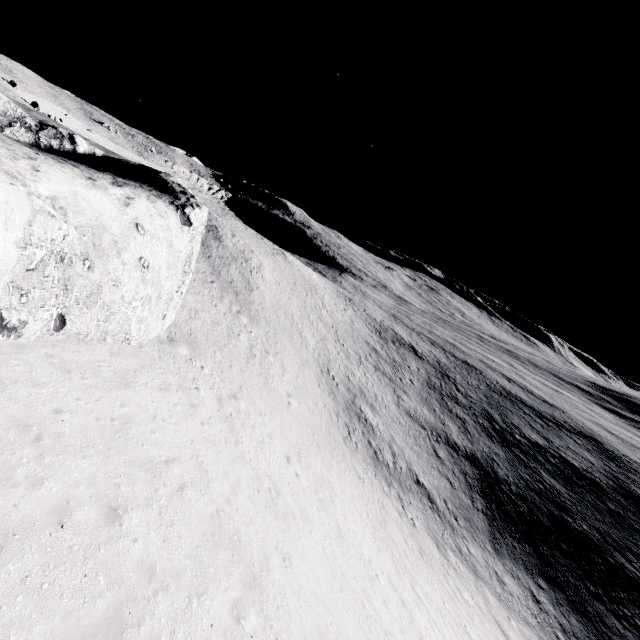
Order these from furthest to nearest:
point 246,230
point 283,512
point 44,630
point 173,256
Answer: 1. point 246,230
2. point 173,256
3. point 283,512
4. point 44,630
